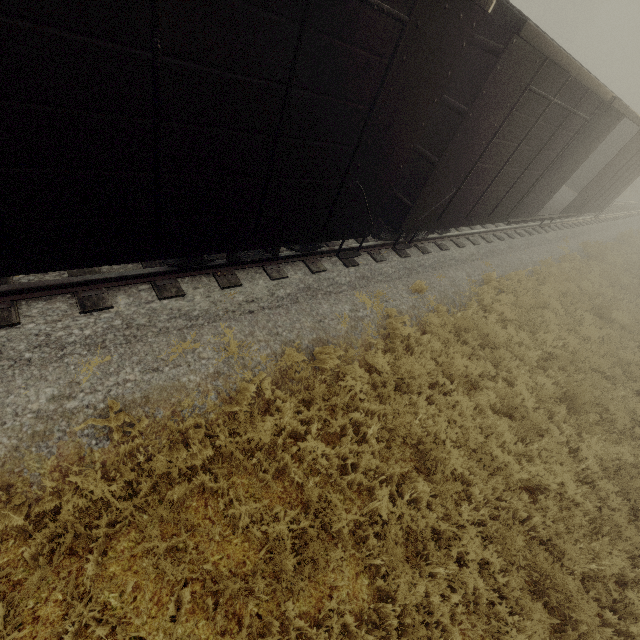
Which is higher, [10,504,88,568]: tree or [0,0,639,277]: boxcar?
[0,0,639,277]: boxcar

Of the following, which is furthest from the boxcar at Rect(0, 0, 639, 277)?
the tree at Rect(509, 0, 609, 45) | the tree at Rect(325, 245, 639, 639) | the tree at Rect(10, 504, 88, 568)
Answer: the tree at Rect(509, 0, 609, 45)

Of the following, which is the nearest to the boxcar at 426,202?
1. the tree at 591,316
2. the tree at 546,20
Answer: the tree at 591,316

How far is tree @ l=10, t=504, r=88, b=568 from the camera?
3.1m

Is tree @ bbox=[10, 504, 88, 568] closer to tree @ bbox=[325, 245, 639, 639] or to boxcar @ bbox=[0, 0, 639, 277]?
boxcar @ bbox=[0, 0, 639, 277]

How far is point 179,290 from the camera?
5.3m

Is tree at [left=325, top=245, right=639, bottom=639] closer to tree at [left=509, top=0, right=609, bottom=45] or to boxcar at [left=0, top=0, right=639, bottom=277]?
boxcar at [left=0, top=0, right=639, bottom=277]

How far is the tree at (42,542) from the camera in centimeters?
309cm
